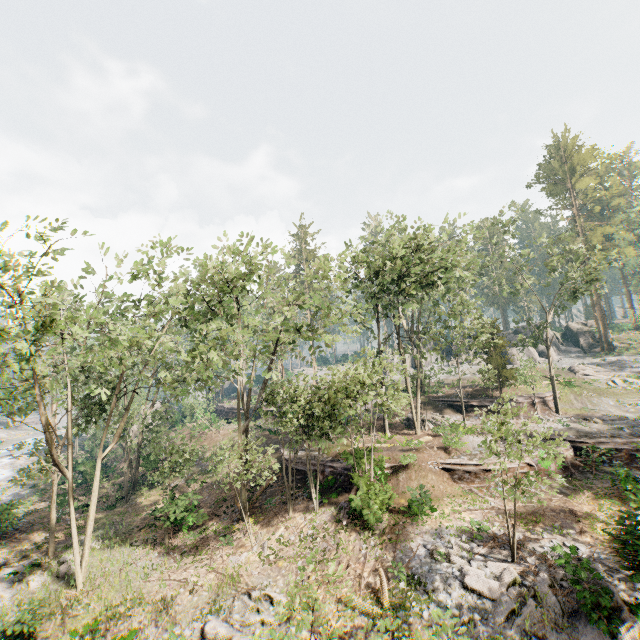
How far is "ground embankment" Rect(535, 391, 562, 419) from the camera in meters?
30.0 m

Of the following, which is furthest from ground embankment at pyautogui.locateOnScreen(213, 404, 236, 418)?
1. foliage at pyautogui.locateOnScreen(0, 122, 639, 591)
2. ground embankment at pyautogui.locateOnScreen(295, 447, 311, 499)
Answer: ground embankment at pyautogui.locateOnScreen(295, 447, 311, 499)

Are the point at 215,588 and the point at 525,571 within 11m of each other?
no

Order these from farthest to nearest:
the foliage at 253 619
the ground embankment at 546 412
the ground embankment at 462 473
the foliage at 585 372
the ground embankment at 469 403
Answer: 1. the foliage at 585 372
2. the ground embankment at 469 403
3. the ground embankment at 546 412
4. the ground embankment at 462 473
5. the foliage at 253 619

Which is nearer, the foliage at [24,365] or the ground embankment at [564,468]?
the foliage at [24,365]

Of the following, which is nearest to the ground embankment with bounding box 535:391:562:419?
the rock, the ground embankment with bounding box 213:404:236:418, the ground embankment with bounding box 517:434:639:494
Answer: the ground embankment with bounding box 517:434:639:494

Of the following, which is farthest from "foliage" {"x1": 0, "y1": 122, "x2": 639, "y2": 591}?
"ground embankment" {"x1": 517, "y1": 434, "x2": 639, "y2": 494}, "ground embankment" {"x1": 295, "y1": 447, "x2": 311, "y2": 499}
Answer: "ground embankment" {"x1": 295, "y1": 447, "x2": 311, "y2": 499}
